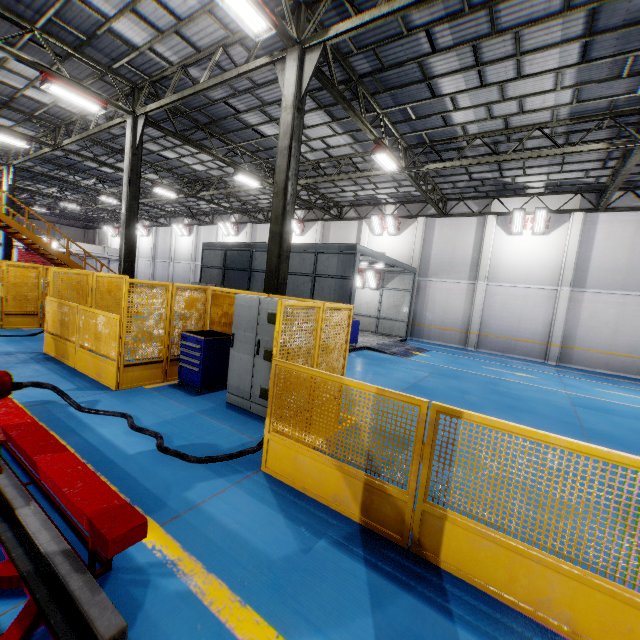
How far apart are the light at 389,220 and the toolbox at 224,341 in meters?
16.7

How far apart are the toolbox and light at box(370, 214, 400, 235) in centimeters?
1674cm

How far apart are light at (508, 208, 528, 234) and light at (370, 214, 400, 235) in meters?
6.5 m

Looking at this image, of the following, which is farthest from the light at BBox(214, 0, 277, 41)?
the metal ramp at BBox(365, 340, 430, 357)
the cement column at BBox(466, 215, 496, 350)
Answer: the cement column at BBox(466, 215, 496, 350)

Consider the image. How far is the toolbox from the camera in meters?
6.6 m

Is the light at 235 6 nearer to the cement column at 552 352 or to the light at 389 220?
the light at 389 220

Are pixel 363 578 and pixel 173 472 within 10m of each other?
yes

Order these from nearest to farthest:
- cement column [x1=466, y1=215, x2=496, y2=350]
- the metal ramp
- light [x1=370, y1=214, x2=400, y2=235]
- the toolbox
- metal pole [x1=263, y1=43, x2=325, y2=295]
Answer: the toolbox < metal pole [x1=263, y1=43, x2=325, y2=295] < the metal ramp < cement column [x1=466, y1=215, x2=496, y2=350] < light [x1=370, y1=214, x2=400, y2=235]
